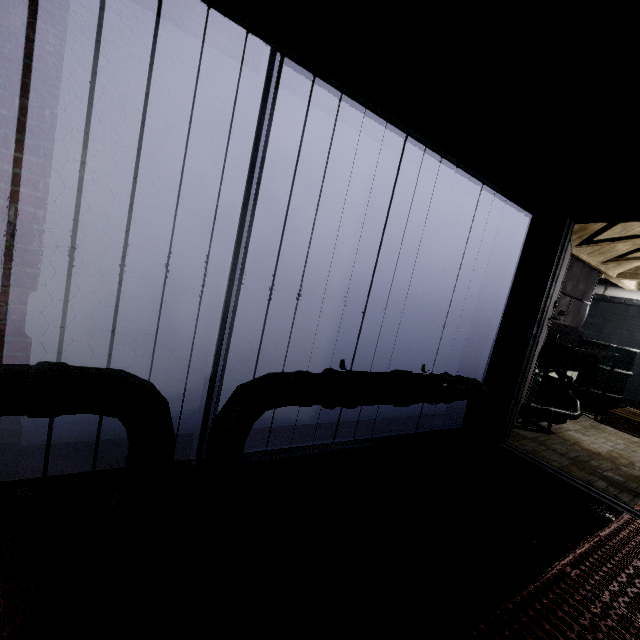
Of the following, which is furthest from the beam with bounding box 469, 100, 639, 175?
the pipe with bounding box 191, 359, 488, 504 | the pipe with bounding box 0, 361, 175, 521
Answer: the pipe with bounding box 0, 361, 175, 521

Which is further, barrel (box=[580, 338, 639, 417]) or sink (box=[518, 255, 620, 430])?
barrel (box=[580, 338, 639, 417])

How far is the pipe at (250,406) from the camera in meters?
1.4 m

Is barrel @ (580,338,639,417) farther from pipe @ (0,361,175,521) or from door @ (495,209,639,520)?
pipe @ (0,361,175,521)

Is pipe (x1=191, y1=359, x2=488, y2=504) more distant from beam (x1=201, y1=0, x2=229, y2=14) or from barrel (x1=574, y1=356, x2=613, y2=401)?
barrel (x1=574, y1=356, x2=613, y2=401)

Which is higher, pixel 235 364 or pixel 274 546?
pixel 235 364

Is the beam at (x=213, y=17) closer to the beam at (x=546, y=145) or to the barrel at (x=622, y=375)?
the beam at (x=546, y=145)

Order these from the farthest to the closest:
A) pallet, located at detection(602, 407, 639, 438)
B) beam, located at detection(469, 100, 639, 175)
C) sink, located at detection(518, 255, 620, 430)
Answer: pallet, located at detection(602, 407, 639, 438) < sink, located at detection(518, 255, 620, 430) < beam, located at detection(469, 100, 639, 175)
